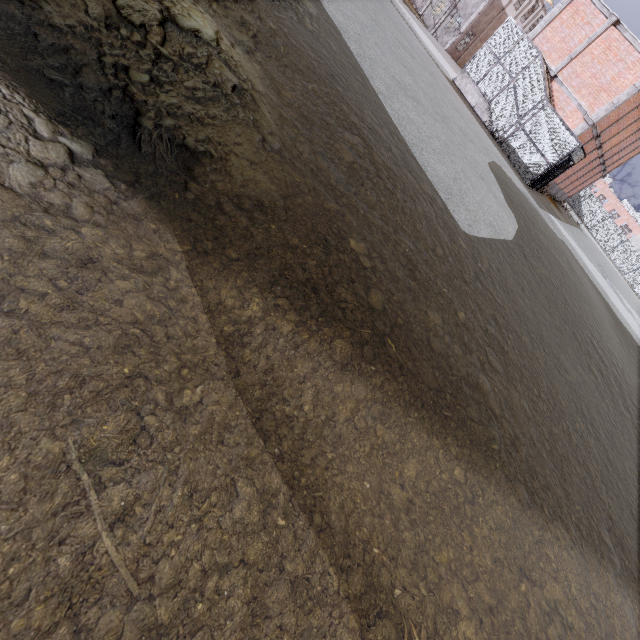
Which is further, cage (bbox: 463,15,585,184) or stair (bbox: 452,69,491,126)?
stair (bbox: 452,69,491,126)

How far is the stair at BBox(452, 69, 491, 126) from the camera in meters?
19.6

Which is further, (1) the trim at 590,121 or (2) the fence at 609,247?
(2) the fence at 609,247

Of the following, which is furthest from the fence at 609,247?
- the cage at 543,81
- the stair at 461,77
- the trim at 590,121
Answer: the stair at 461,77

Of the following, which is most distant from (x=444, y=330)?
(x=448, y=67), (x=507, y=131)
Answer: (x=448, y=67)

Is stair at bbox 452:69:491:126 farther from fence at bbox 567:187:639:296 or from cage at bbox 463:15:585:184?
fence at bbox 567:187:639:296

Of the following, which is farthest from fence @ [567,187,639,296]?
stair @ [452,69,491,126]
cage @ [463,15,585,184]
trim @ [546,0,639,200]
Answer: stair @ [452,69,491,126]
